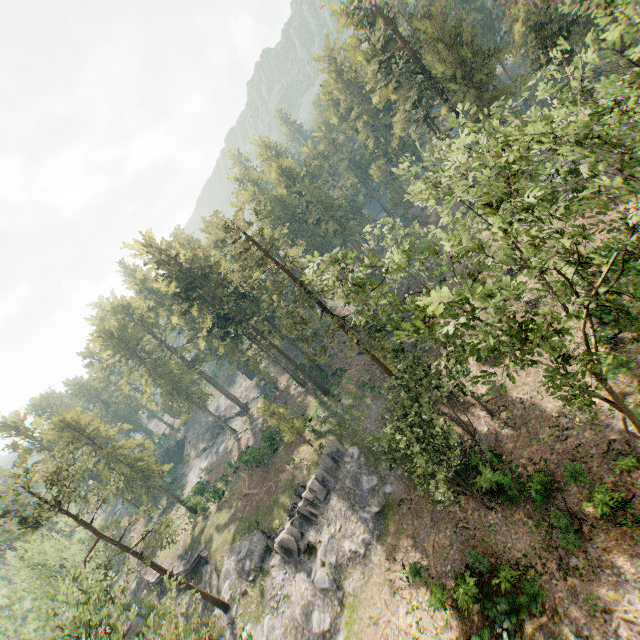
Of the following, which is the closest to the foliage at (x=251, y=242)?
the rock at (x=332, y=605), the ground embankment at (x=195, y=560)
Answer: the rock at (x=332, y=605)

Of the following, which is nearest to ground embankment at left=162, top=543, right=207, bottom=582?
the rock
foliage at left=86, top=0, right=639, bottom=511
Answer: the rock

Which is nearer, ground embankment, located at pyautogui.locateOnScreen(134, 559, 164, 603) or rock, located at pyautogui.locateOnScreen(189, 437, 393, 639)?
rock, located at pyautogui.locateOnScreen(189, 437, 393, 639)

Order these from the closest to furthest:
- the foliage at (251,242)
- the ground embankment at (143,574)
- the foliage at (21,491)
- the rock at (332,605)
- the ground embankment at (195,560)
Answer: the foliage at (251,242)
the foliage at (21,491)
the rock at (332,605)
the ground embankment at (195,560)
the ground embankment at (143,574)

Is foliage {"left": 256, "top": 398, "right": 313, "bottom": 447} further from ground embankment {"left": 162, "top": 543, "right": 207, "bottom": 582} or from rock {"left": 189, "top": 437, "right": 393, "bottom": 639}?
ground embankment {"left": 162, "top": 543, "right": 207, "bottom": 582}

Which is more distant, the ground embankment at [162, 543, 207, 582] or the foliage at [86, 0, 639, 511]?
the ground embankment at [162, 543, 207, 582]

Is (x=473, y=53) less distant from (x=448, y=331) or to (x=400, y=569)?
(x=448, y=331)
